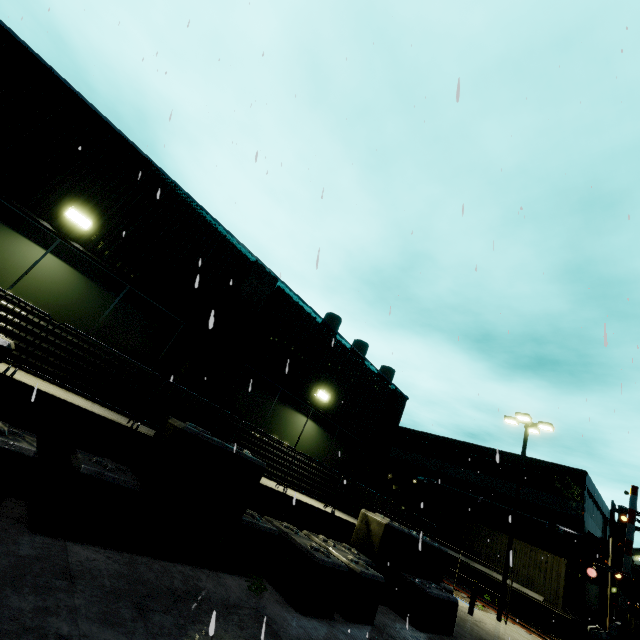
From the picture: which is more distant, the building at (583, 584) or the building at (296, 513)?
the building at (583, 584)

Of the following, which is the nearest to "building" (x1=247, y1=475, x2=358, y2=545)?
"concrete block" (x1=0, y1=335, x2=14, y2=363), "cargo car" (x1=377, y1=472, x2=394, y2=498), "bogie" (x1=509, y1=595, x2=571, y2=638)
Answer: "concrete block" (x1=0, y1=335, x2=14, y2=363)

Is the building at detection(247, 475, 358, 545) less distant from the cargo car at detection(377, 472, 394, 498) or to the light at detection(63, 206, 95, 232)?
the light at detection(63, 206, 95, 232)

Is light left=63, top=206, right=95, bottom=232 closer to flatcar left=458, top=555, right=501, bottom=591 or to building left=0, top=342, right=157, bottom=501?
building left=0, top=342, right=157, bottom=501

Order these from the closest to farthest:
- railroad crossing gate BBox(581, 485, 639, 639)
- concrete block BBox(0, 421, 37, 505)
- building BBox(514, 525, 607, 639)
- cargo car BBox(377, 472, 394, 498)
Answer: concrete block BBox(0, 421, 37, 505), railroad crossing gate BBox(581, 485, 639, 639), building BBox(514, 525, 607, 639), cargo car BBox(377, 472, 394, 498)

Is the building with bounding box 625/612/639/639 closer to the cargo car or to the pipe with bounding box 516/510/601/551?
the pipe with bounding box 516/510/601/551

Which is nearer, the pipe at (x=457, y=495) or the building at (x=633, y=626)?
the pipe at (x=457, y=495)

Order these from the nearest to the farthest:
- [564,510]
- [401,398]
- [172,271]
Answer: [172,271]
[401,398]
[564,510]
